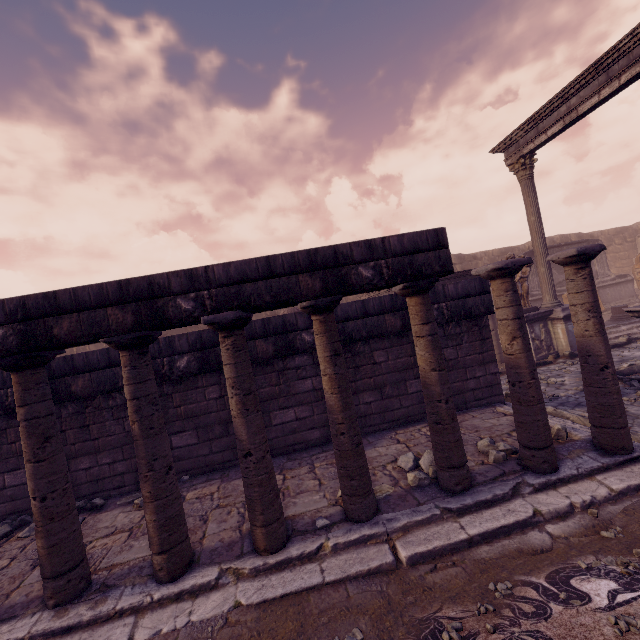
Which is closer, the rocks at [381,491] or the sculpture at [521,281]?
the rocks at [381,491]

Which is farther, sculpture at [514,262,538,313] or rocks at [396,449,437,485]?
sculpture at [514,262,538,313]

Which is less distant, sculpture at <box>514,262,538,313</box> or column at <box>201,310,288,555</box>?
column at <box>201,310,288,555</box>

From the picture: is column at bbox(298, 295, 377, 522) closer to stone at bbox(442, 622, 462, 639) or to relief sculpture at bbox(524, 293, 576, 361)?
stone at bbox(442, 622, 462, 639)

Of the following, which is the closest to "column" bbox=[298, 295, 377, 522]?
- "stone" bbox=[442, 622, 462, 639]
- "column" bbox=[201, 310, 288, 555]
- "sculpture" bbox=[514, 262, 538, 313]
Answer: "column" bbox=[201, 310, 288, 555]

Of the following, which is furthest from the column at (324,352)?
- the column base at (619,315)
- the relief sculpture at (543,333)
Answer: the column base at (619,315)

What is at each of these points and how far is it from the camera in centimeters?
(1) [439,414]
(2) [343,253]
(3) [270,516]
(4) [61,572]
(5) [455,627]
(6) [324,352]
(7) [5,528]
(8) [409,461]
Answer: (1) column, 381cm
(2) entablature, 351cm
(3) column, 337cm
(4) column, 321cm
(5) stone, 238cm
(6) column, 365cm
(7) rocks, 491cm
(8) rocks, 459cm

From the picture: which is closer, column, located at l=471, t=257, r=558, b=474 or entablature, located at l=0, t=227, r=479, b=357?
entablature, located at l=0, t=227, r=479, b=357
